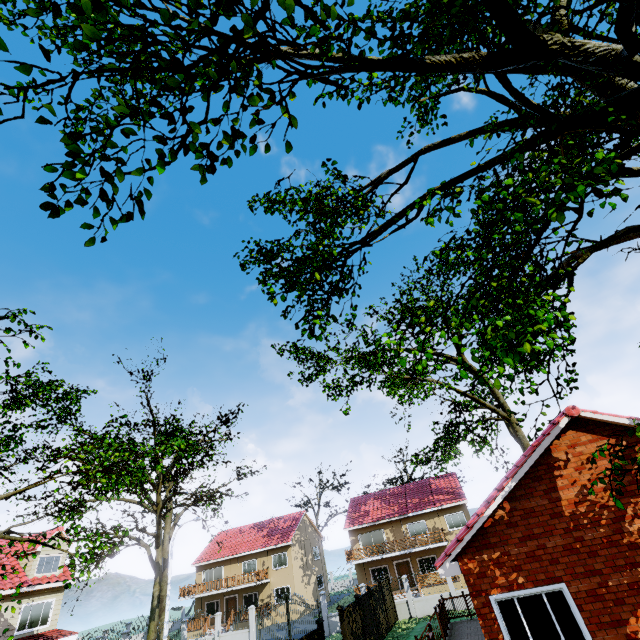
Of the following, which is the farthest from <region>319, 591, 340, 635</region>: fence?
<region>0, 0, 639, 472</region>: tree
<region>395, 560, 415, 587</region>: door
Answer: <region>395, 560, 415, 587</region>: door

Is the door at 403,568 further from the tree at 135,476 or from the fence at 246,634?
the tree at 135,476

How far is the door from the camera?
31.6 meters

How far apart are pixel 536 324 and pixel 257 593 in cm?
4346

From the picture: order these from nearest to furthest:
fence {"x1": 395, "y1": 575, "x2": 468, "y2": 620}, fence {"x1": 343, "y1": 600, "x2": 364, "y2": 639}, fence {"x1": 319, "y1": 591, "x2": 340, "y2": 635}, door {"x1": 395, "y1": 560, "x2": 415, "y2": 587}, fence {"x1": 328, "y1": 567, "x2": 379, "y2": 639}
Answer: fence {"x1": 343, "y1": 600, "x2": 364, "y2": 639} < fence {"x1": 328, "y1": 567, "x2": 379, "y2": 639} < fence {"x1": 395, "y1": 575, "x2": 468, "y2": 620} < fence {"x1": 319, "y1": 591, "x2": 340, "y2": 635} < door {"x1": 395, "y1": 560, "x2": 415, "y2": 587}

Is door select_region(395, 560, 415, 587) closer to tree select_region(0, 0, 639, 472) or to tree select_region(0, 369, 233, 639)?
tree select_region(0, 369, 233, 639)

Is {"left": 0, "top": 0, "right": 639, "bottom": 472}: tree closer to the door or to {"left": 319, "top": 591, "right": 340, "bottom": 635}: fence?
{"left": 319, "top": 591, "right": 340, "bottom": 635}: fence
